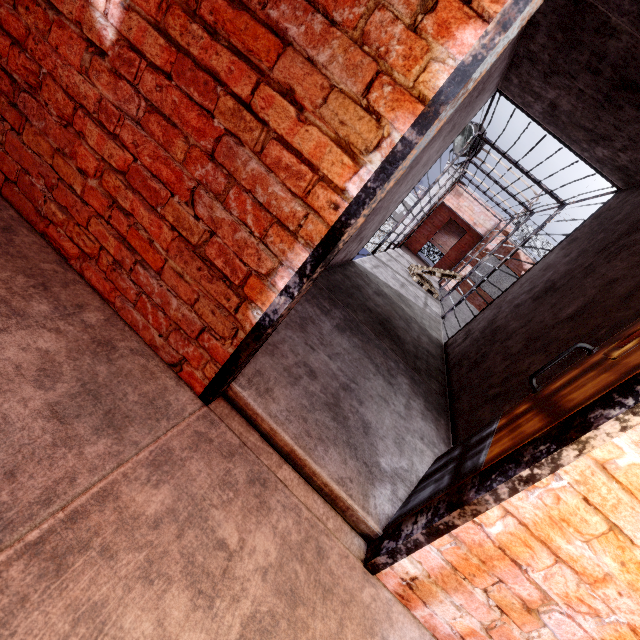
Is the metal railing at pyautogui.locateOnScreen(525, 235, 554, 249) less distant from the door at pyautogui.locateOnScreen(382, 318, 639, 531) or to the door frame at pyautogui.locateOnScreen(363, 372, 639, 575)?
the door at pyautogui.locateOnScreen(382, 318, 639, 531)

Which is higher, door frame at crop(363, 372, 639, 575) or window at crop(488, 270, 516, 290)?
window at crop(488, 270, 516, 290)

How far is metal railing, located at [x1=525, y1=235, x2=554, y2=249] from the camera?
13.53m

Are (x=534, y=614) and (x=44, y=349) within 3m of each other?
yes

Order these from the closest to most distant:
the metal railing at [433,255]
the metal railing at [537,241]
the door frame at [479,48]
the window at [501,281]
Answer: the door frame at [479,48] → the metal railing at [537,241] → the window at [501,281] → the metal railing at [433,255]

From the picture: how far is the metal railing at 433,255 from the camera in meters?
16.3

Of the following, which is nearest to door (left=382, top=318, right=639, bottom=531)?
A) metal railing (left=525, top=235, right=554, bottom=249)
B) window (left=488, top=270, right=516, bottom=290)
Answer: metal railing (left=525, top=235, right=554, bottom=249)

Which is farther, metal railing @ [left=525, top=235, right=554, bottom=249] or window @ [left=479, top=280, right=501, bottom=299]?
window @ [left=479, top=280, right=501, bottom=299]
